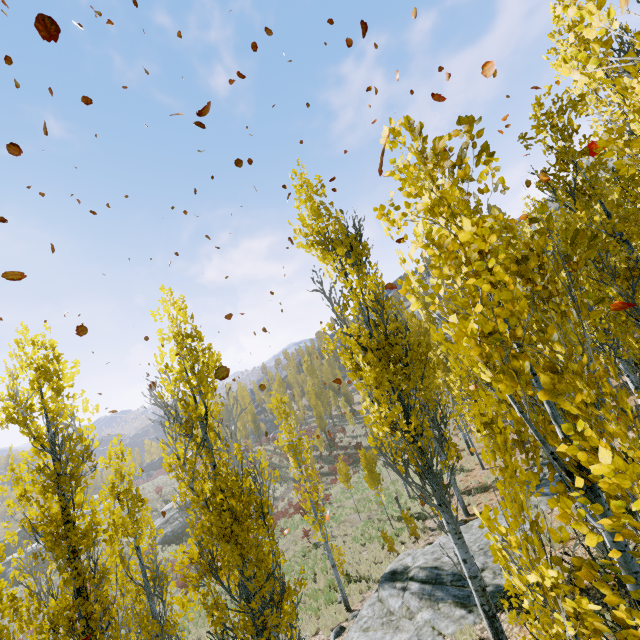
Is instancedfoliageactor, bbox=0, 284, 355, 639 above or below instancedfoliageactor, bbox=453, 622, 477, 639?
above

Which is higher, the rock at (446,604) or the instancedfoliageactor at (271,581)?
the instancedfoliageactor at (271,581)

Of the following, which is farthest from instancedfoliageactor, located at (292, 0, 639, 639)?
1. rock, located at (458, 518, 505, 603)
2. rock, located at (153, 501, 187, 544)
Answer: rock, located at (153, 501, 187, 544)

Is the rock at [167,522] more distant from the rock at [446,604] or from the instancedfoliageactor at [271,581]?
the rock at [446,604]

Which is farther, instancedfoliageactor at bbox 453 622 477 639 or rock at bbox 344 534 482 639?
rock at bbox 344 534 482 639

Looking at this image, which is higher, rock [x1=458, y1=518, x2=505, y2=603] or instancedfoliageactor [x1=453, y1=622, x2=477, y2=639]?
instancedfoliageactor [x1=453, y1=622, x2=477, y2=639]

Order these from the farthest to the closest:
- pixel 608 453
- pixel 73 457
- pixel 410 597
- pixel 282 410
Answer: pixel 282 410 < pixel 410 597 < pixel 73 457 < pixel 608 453
